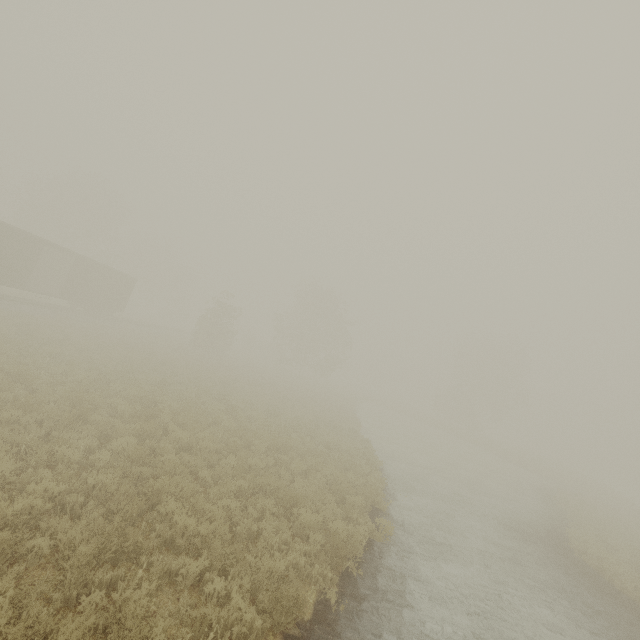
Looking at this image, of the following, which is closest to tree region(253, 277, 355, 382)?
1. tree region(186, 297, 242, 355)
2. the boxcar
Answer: tree region(186, 297, 242, 355)

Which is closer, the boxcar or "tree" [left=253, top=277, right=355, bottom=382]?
the boxcar

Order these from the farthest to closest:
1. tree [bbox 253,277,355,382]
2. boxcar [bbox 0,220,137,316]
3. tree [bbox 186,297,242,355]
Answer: tree [bbox 253,277,355,382], tree [bbox 186,297,242,355], boxcar [bbox 0,220,137,316]

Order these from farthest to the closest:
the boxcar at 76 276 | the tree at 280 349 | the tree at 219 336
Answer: the tree at 280 349
the tree at 219 336
the boxcar at 76 276

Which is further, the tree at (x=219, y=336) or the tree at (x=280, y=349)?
the tree at (x=280, y=349)

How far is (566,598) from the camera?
9.90m

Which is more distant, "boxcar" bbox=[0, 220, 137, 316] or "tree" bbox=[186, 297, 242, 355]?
"tree" bbox=[186, 297, 242, 355]

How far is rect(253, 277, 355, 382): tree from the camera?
44.09m
